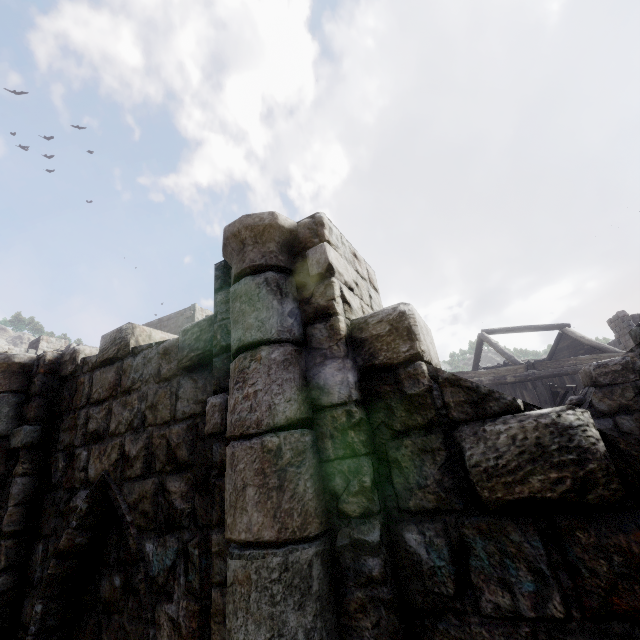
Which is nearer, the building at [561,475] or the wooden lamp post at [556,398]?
the building at [561,475]

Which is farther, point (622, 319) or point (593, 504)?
point (622, 319)

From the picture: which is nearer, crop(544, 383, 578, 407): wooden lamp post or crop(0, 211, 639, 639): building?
crop(0, 211, 639, 639): building

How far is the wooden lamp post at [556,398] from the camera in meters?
11.7

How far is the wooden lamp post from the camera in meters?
11.7 m
